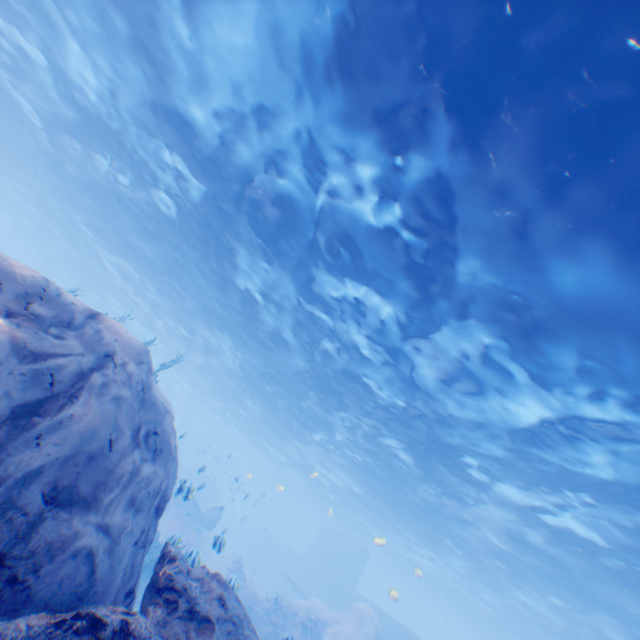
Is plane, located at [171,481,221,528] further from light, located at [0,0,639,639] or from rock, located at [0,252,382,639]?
light, located at [0,0,639,639]

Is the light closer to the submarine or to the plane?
the submarine

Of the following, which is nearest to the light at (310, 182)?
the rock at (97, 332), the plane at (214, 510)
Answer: the rock at (97, 332)

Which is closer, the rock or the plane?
the rock

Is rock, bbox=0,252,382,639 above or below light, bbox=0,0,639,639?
below

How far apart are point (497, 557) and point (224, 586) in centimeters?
2446cm

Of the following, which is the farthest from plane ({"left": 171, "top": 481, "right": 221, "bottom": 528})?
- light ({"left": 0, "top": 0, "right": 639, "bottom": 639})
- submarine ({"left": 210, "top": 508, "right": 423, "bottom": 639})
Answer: light ({"left": 0, "top": 0, "right": 639, "bottom": 639})

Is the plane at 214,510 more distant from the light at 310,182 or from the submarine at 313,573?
the light at 310,182
